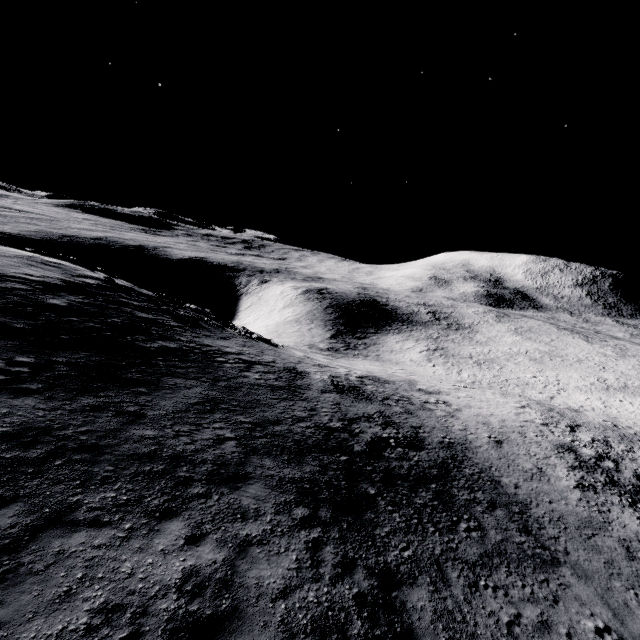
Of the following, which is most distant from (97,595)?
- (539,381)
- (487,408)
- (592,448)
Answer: (539,381)
